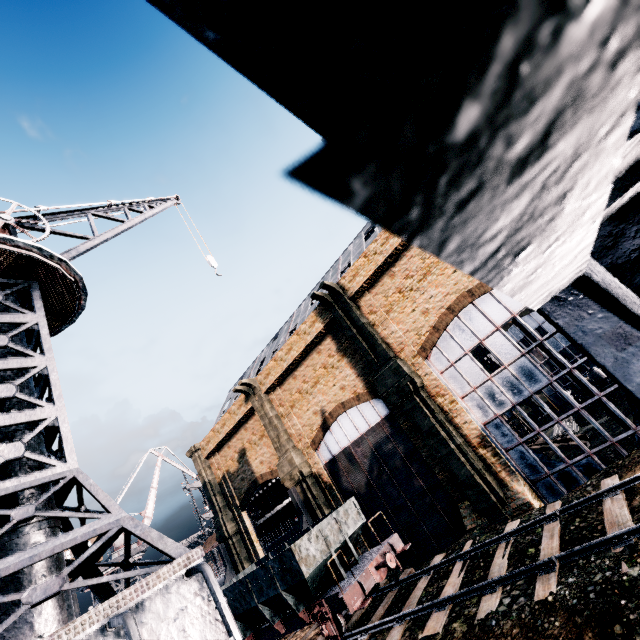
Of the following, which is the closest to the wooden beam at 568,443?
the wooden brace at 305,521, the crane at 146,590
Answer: the wooden brace at 305,521

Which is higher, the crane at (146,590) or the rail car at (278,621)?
the crane at (146,590)

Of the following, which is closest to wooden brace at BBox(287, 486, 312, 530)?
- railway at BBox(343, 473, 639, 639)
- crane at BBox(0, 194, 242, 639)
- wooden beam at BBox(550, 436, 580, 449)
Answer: railway at BBox(343, 473, 639, 639)

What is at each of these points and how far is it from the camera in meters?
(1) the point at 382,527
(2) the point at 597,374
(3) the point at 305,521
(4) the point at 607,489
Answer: (1) building, 22.2 m
(2) wooden barrel, 31.9 m
(3) wooden brace, 23.8 m
(4) railway, 10.4 m

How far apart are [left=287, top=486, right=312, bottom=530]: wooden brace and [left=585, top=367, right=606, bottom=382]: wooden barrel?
30.15m

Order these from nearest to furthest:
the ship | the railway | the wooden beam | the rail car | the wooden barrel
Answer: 1. the railway
2. the rail car
3. the wooden beam
4. the wooden barrel
5. the ship

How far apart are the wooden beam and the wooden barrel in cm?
1240

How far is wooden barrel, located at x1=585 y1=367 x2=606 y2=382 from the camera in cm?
3177
